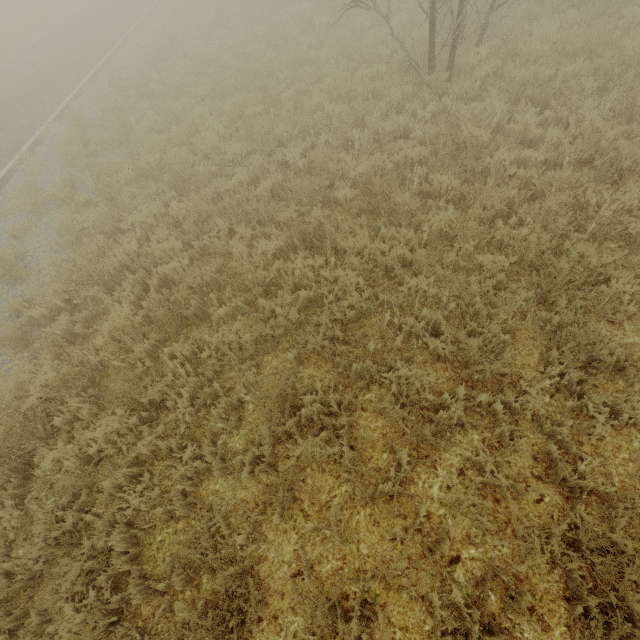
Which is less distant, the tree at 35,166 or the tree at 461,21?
the tree at 461,21

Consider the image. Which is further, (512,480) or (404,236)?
(404,236)

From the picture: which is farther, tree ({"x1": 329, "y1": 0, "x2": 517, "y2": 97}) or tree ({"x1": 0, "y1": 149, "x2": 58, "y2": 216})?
tree ({"x1": 0, "y1": 149, "x2": 58, "y2": 216})

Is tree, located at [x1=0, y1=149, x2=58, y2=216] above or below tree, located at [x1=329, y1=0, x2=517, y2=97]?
below

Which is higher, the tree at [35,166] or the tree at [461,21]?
the tree at [461,21]
